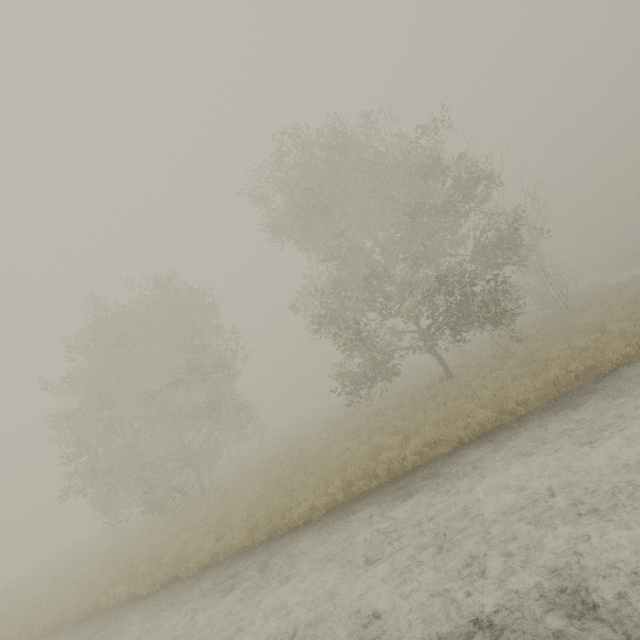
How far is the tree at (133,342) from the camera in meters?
17.1 m

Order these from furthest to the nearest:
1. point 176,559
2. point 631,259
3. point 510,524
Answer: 1. point 631,259
2. point 176,559
3. point 510,524

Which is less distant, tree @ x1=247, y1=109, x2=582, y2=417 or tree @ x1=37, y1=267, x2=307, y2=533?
tree @ x1=247, y1=109, x2=582, y2=417

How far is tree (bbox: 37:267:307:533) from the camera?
17.1m

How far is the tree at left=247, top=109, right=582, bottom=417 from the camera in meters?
15.4 m

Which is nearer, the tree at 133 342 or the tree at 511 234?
the tree at 511 234
